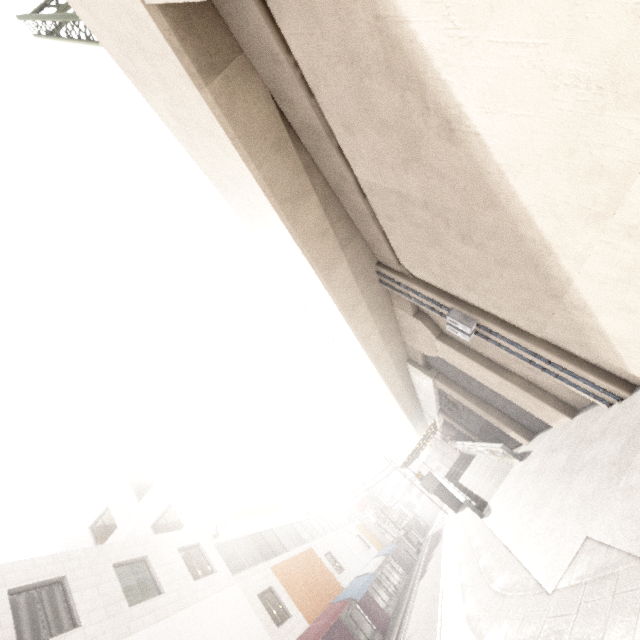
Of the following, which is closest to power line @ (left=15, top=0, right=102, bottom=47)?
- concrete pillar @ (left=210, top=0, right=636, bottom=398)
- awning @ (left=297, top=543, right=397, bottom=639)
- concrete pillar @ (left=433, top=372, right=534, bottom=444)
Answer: concrete pillar @ (left=210, top=0, right=636, bottom=398)

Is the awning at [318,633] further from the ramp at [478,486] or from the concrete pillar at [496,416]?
the concrete pillar at [496,416]

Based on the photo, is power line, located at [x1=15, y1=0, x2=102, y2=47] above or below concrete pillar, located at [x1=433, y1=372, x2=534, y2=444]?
above

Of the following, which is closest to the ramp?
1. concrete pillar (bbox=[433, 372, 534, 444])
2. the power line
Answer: concrete pillar (bbox=[433, 372, 534, 444])

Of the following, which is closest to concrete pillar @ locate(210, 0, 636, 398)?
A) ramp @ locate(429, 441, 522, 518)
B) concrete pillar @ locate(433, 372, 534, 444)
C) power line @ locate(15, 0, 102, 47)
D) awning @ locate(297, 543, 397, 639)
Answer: concrete pillar @ locate(433, 372, 534, 444)

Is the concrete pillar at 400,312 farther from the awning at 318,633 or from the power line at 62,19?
the awning at 318,633

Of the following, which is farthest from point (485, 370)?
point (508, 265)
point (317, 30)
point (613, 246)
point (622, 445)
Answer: point (317, 30)

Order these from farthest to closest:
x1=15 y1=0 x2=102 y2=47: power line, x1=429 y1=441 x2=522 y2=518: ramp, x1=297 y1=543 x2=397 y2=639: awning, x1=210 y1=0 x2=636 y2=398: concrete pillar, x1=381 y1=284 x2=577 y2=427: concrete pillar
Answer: x1=429 y1=441 x2=522 y2=518: ramp → x1=297 y1=543 x2=397 y2=639: awning → x1=381 y1=284 x2=577 y2=427: concrete pillar → x1=15 y1=0 x2=102 y2=47: power line → x1=210 y1=0 x2=636 y2=398: concrete pillar
